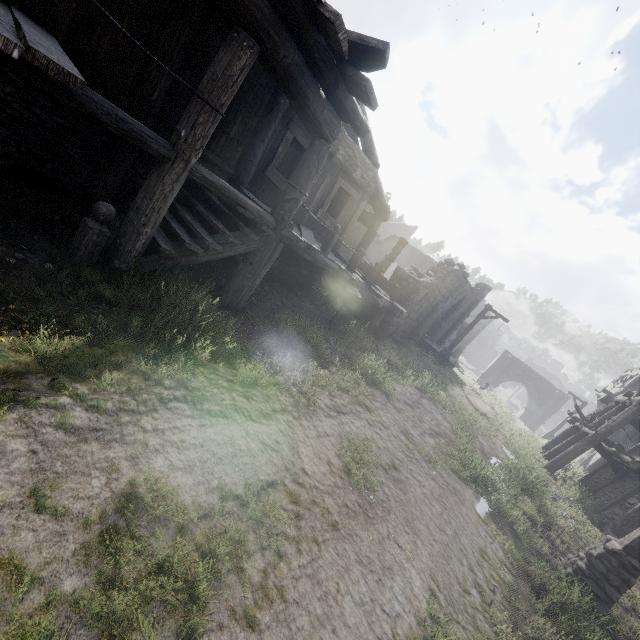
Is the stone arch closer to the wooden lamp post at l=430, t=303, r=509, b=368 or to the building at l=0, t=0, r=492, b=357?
the building at l=0, t=0, r=492, b=357

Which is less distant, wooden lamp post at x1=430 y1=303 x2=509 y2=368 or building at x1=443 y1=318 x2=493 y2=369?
A: wooden lamp post at x1=430 y1=303 x2=509 y2=368

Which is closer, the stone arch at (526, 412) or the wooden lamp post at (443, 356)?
the wooden lamp post at (443, 356)

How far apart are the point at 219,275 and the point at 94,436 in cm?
584

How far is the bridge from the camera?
23.4m

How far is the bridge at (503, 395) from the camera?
23.38m

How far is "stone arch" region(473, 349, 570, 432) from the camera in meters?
34.1

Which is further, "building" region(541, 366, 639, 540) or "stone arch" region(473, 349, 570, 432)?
"stone arch" region(473, 349, 570, 432)
